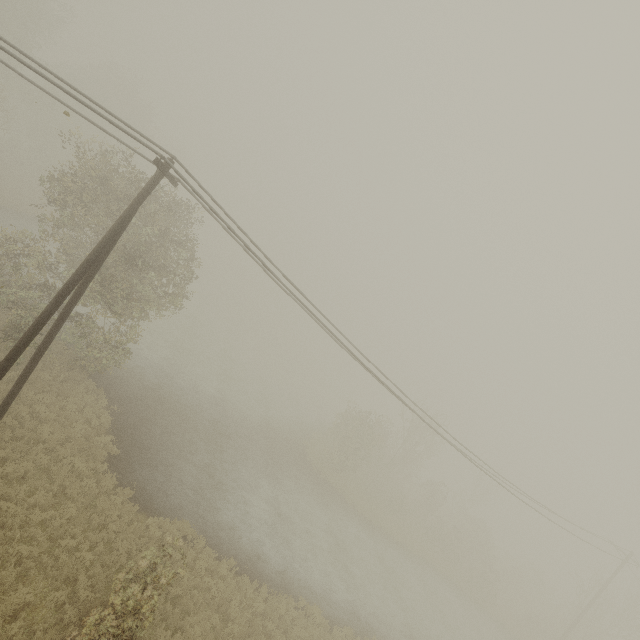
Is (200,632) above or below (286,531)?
above
